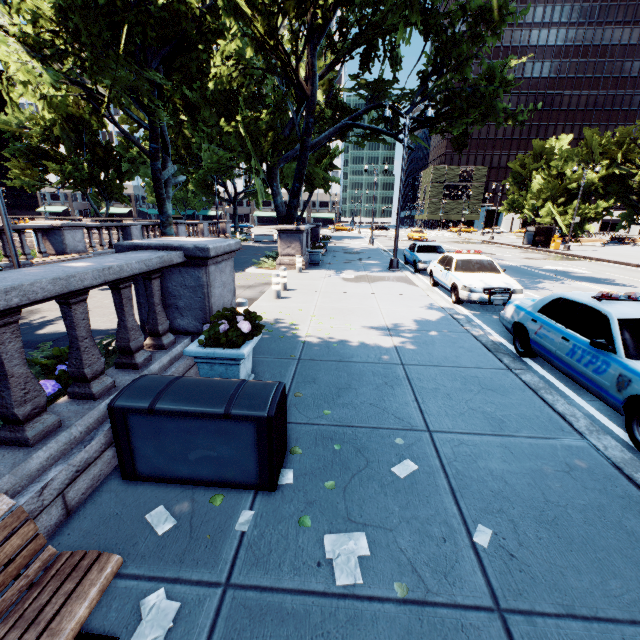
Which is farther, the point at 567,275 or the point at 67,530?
the point at 567,275

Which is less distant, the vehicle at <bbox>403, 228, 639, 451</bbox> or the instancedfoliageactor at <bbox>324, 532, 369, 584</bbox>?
the instancedfoliageactor at <bbox>324, 532, 369, 584</bbox>

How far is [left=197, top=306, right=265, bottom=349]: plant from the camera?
4.1 meters

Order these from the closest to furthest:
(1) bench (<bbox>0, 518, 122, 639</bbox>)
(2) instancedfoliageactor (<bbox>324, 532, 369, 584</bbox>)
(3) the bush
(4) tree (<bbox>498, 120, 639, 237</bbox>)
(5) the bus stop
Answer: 1. (1) bench (<bbox>0, 518, 122, 639</bbox>)
2. (2) instancedfoliageactor (<bbox>324, 532, 369, 584</bbox>)
3. (3) the bush
4. (5) the bus stop
5. (4) tree (<bbox>498, 120, 639, 237</bbox>)

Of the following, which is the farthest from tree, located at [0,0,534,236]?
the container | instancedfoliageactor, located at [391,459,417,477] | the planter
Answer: instancedfoliageactor, located at [391,459,417,477]

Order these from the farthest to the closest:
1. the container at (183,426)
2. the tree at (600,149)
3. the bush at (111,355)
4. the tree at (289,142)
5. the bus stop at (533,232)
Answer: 1. the tree at (600,149)
2. the bus stop at (533,232)
3. the tree at (289,142)
4. the bush at (111,355)
5. the container at (183,426)

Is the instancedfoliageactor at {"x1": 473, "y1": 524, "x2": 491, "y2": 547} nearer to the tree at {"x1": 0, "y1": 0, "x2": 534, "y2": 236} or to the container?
the container

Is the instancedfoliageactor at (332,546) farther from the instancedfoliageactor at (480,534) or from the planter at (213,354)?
the planter at (213,354)
